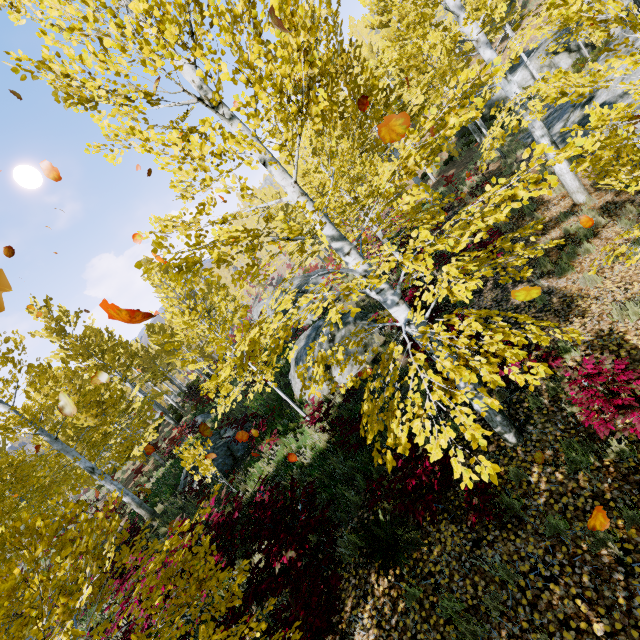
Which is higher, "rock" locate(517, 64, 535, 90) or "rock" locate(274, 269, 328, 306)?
"rock" locate(274, 269, 328, 306)

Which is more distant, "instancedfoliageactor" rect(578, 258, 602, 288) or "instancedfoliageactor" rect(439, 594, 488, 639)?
"instancedfoliageactor" rect(578, 258, 602, 288)

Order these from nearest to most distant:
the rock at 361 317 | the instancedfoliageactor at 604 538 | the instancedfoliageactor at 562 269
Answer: the instancedfoliageactor at 604 538, the instancedfoliageactor at 562 269, the rock at 361 317

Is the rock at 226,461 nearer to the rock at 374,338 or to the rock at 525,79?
the rock at 374,338

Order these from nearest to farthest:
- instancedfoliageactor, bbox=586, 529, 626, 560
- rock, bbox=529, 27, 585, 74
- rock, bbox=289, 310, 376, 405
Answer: instancedfoliageactor, bbox=586, 529, 626, 560 < rock, bbox=289, 310, 376, 405 < rock, bbox=529, 27, 585, 74

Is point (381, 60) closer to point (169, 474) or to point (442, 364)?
point (442, 364)

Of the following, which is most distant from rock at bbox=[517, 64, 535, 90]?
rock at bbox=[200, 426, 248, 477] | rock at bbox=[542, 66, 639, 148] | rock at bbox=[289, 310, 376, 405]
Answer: rock at bbox=[200, 426, 248, 477]

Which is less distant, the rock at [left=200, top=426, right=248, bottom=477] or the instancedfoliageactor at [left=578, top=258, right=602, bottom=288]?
the instancedfoliageactor at [left=578, top=258, right=602, bottom=288]
